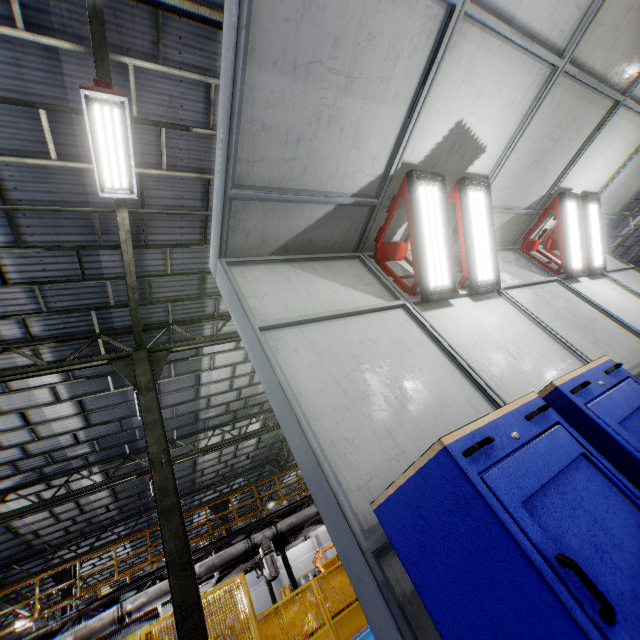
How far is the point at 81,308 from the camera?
8.4m

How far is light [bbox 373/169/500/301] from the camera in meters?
3.9

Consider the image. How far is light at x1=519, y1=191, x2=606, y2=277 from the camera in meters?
6.0 m

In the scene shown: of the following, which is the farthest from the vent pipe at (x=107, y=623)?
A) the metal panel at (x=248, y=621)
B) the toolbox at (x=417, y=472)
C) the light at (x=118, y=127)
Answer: the toolbox at (x=417, y=472)

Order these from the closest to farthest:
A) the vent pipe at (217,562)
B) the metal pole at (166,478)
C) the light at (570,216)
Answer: the metal pole at (166,478) → the light at (570,216) → the vent pipe at (217,562)

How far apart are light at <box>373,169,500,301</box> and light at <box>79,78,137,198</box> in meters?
4.3

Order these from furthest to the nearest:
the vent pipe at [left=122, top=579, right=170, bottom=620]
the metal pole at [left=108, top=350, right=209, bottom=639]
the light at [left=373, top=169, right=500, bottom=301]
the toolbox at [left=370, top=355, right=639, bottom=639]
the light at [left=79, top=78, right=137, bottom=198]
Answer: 1. the vent pipe at [left=122, top=579, right=170, bottom=620]
2. the metal pole at [left=108, top=350, right=209, bottom=639]
3. the light at [left=79, top=78, right=137, bottom=198]
4. the light at [left=373, top=169, right=500, bottom=301]
5. the toolbox at [left=370, top=355, right=639, bottom=639]

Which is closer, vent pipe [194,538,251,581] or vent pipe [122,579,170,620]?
vent pipe [122,579,170,620]
